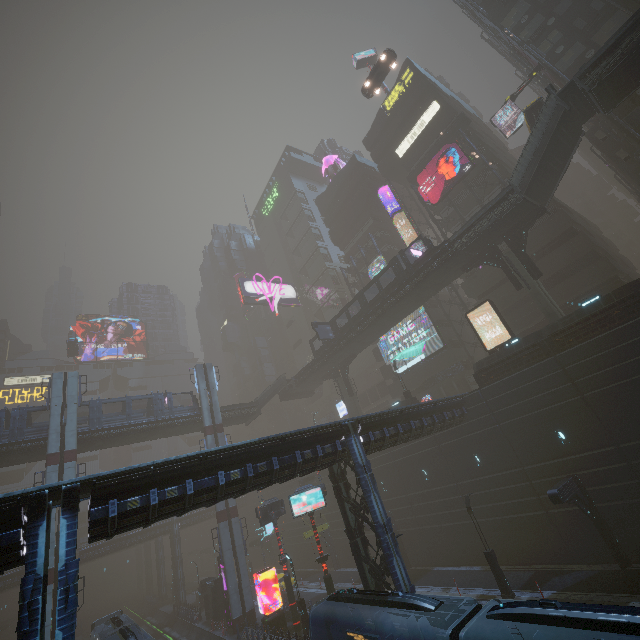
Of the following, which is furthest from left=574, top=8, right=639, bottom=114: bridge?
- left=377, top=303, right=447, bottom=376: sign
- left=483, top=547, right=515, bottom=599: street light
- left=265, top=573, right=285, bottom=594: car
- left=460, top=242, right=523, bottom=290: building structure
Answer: left=265, top=573, right=285, bottom=594: car

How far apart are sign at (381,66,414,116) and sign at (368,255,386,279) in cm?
2098

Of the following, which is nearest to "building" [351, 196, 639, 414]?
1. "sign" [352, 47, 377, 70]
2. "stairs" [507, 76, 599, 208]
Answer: "stairs" [507, 76, 599, 208]

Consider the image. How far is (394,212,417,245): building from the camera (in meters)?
45.63

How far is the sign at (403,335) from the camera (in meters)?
40.97

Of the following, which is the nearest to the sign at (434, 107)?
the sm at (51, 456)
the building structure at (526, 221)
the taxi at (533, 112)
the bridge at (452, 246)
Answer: the taxi at (533, 112)

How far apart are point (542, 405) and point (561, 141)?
19.55m

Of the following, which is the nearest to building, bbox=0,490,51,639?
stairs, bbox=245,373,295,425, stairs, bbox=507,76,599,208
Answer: stairs, bbox=507,76,599,208
